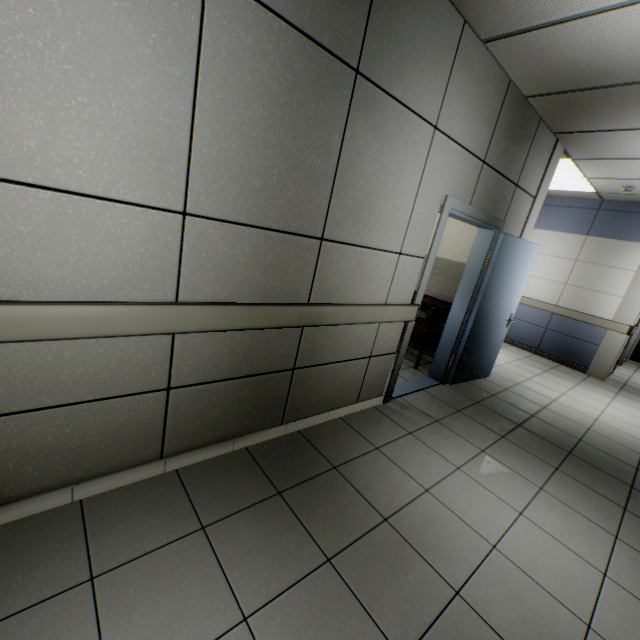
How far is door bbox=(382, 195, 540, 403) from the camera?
3.3m

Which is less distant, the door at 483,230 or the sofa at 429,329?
the door at 483,230

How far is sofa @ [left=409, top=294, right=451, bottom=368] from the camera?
4.4 meters

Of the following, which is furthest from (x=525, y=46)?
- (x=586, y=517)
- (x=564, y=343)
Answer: (x=564, y=343)

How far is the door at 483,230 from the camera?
3.3m

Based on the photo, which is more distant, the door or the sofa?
the sofa
